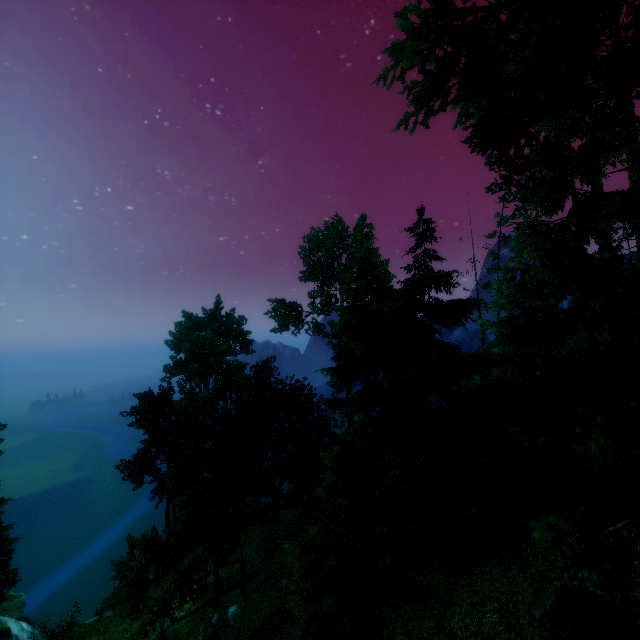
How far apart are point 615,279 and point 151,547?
25.15m
